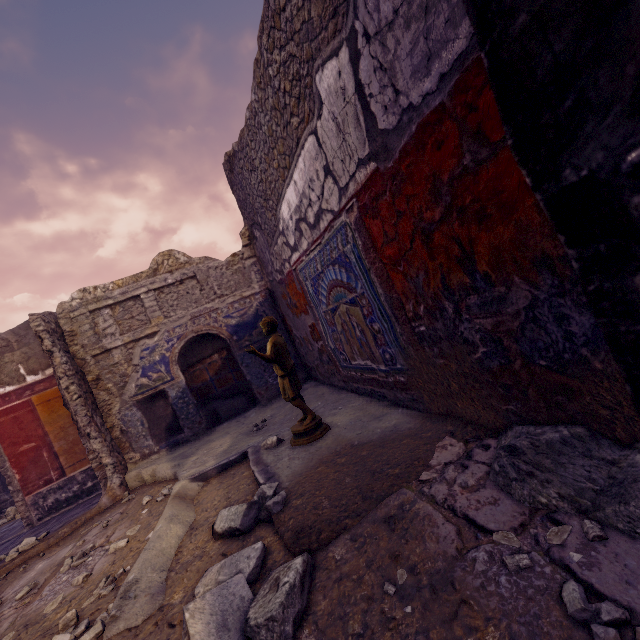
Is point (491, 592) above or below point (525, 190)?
below

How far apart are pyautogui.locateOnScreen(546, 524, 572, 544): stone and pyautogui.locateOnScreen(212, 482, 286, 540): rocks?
1.55m

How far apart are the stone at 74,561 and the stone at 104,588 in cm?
69

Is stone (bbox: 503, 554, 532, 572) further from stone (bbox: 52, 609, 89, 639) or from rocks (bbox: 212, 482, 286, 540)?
stone (bbox: 52, 609, 89, 639)

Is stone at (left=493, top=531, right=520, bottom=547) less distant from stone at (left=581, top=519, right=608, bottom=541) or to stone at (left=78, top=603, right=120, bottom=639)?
stone at (left=581, top=519, right=608, bottom=541)

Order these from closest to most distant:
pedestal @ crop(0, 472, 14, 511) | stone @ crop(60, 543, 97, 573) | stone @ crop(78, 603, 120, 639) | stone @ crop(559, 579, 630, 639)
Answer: stone @ crop(559, 579, 630, 639), stone @ crop(78, 603, 120, 639), stone @ crop(60, 543, 97, 573), pedestal @ crop(0, 472, 14, 511)

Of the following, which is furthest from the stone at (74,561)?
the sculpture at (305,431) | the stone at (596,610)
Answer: the stone at (596,610)

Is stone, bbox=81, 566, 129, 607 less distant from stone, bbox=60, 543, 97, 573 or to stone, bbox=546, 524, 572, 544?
stone, bbox=60, 543, 97, 573
